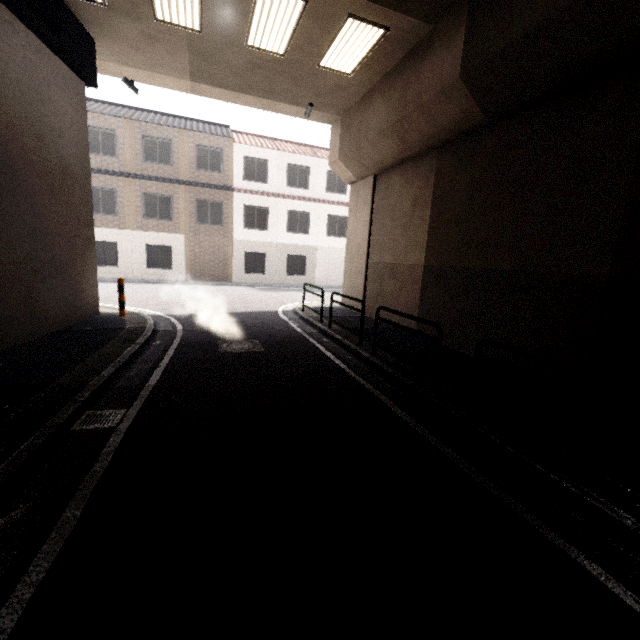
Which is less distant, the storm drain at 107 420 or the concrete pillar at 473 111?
the storm drain at 107 420

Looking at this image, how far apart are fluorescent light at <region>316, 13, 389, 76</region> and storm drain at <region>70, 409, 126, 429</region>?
8.5m

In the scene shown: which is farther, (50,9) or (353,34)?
(353,34)

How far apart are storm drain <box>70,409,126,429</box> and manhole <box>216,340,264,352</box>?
2.7 meters

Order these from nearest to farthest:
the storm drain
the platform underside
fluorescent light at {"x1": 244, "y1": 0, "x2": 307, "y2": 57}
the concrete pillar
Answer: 1. the storm drain
2. the concrete pillar
3. the platform underside
4. fluorescent light at {"x1": 244, "y1": 0, "x2": 307, "y2": 57}

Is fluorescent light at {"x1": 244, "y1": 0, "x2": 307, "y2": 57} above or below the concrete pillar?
above

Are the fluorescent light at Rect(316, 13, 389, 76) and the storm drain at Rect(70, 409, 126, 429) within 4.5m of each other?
no

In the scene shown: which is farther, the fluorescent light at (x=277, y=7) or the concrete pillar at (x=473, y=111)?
the fluorescent light at (x=277, y=7)
